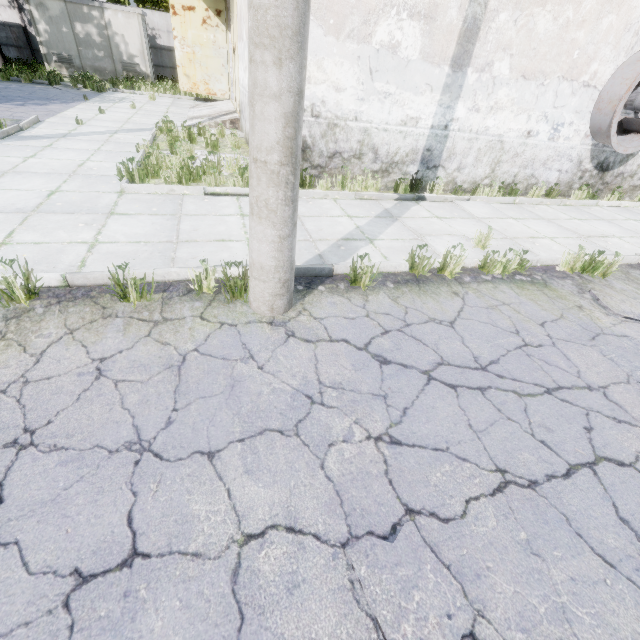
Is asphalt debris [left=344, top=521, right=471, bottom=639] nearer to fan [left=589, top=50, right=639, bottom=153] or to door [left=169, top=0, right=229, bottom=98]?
fan [left=589, top=50, right=639, bottom=153]

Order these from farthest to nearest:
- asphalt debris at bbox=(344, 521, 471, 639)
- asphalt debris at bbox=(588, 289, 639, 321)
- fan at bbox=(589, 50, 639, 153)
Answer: fan at bbox=(589, 50, 639, 153) < asphalt debris at bbox=(588, 289, 639, 321) < asphalt debris at bbox=(344, 521, 471, 639)

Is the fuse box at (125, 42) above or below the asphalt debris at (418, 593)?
above

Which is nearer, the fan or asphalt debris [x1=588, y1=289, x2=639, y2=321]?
asphalt debris [x1=588, y1=289, x2=639, y2=321]

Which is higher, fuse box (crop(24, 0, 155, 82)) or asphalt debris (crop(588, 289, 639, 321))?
fuse box (crop(24, 0, 155, 82))

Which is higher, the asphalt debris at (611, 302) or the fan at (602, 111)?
the fan at (602, 111)

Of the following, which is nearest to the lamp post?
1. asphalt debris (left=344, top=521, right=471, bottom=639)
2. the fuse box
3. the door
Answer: asphalt debris (left=344, top=521, right=471, bottom=639)

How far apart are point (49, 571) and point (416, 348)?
3.09m
